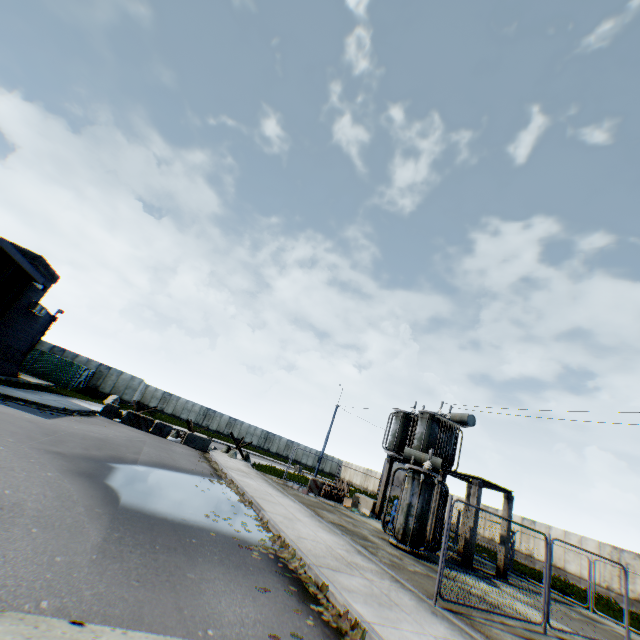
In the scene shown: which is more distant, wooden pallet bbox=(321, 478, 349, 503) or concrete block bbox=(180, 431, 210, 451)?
concrete block bbox=(180, 431, 210, 451)

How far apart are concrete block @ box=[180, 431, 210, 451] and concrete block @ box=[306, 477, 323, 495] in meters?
7.5 m

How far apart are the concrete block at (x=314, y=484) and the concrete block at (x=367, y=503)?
2.5m

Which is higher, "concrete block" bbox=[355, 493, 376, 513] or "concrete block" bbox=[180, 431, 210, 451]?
"concrete block" bbox=[355, 493, 376, 513]

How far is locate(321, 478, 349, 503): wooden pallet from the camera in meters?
20.0

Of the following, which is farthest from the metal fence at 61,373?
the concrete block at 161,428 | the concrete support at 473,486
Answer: the concrete block at 161,428

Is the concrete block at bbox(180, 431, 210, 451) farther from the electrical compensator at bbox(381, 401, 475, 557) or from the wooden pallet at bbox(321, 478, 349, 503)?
the electrical compensator at bbox(381, 401, 475, 557)

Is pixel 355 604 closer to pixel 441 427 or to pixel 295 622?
pixel 295 622
